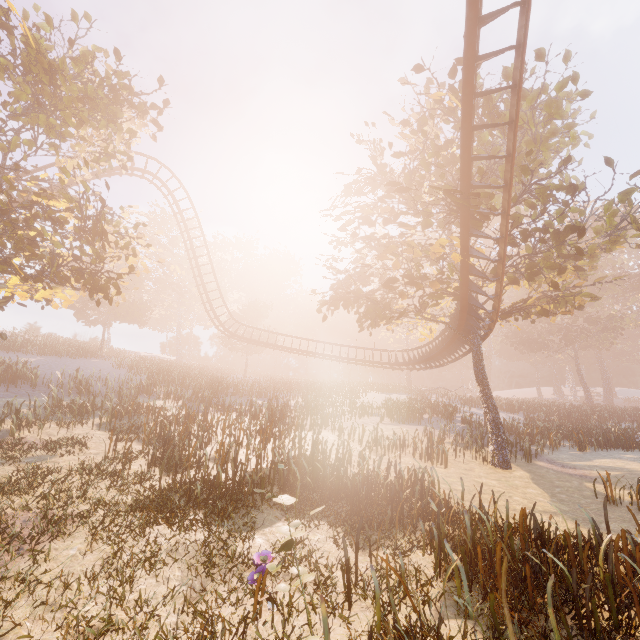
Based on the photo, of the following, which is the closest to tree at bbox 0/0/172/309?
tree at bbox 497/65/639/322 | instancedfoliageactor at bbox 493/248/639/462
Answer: tree at bbox 497/65/639/322

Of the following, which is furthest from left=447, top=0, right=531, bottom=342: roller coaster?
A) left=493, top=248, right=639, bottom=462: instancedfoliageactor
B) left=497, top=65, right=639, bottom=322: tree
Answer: left=493, top=248, right=639, bottom=462: instancedfoliageactor

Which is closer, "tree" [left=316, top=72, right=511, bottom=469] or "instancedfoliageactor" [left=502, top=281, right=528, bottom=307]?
"tree" [left=316, top=72, right=511, bottom=469]

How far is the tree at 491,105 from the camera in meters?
13.8 m

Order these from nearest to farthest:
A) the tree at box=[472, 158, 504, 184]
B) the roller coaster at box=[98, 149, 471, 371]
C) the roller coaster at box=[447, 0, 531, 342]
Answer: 1. the roller coaster at box=[447, 0, 531, 342]
2. the tree at box=[472, 158, 504, 184]
3. the roller coaster at box=[98, 149, 471, 371]

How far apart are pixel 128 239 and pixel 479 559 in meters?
18.9 m

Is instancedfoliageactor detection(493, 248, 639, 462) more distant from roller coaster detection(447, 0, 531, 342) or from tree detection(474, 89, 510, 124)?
roller coaster detection(447, 0, 531, 342)

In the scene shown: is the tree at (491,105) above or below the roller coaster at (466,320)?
above
